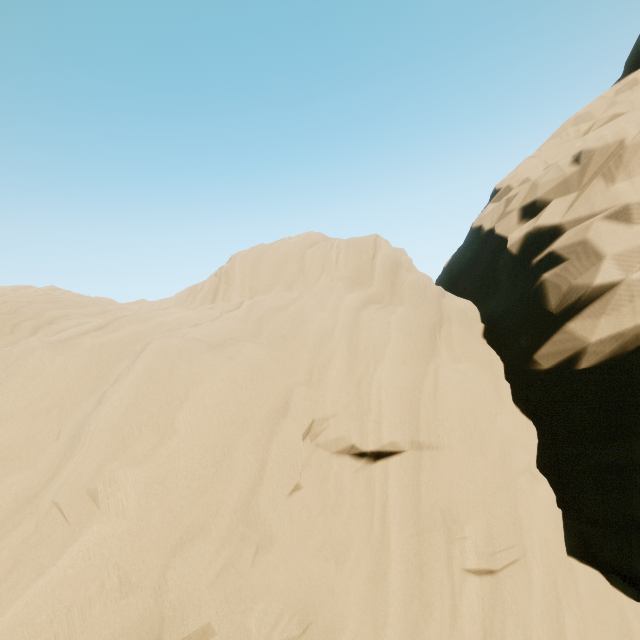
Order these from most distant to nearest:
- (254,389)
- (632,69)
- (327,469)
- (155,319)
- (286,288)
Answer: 1. (632,69)
2. (286,288)
3. (155,319)
4. (327,469)
5. (254,389)
